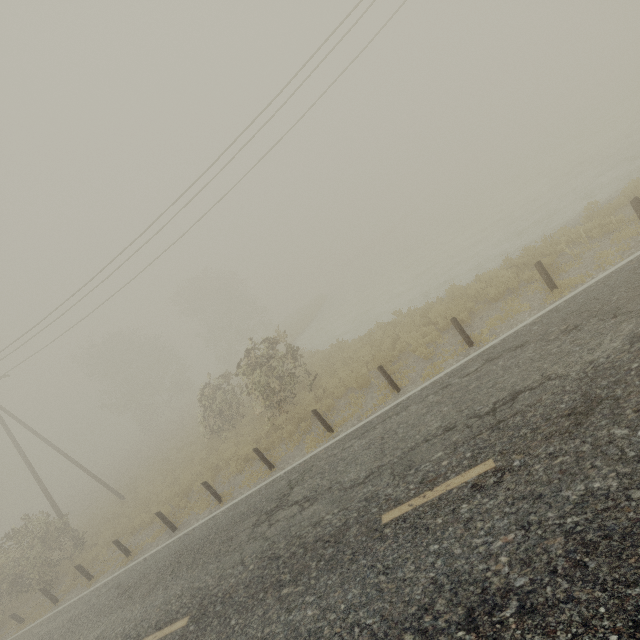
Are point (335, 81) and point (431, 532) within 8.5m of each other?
no
